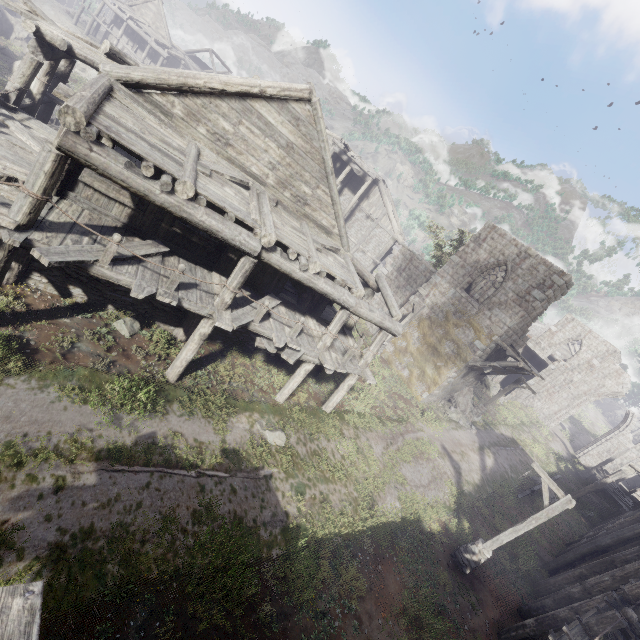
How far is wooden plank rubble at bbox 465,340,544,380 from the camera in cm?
1880

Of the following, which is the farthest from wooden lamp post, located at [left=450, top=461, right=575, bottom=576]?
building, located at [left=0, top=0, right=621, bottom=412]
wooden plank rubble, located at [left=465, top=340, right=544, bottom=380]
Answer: wooden plank rubble, located at [left=465, top=340, right=544, bottom=380]

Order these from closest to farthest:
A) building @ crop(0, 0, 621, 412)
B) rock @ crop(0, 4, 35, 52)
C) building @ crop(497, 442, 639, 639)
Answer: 1. building @ crop(0, 0, 621, 412)
2. building @ crop(497, 442, 639, 639)
3. rock @ crop(0, 4, 35, 52)

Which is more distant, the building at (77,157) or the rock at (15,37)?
the rock at (15,37)

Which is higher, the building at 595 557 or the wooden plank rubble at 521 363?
the wooden plank rubble at 521 363

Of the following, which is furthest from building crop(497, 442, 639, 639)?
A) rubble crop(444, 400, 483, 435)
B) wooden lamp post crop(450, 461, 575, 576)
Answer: wooden lamp post crop(450, 461, 575, 576)

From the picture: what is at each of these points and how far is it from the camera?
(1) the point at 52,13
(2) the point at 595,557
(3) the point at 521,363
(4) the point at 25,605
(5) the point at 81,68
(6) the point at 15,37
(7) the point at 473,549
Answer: (1) rock, 38.6 meters
(2) building, 14.6 meters
(3) wooden plank rubble, 18.4 meters
(4) building, 1.8 meters
(5) rock, 36.2 meters
(6) rock, 35.4 meters
(7) wooden lamp post, 11.9 meters

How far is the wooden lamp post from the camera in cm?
1079
